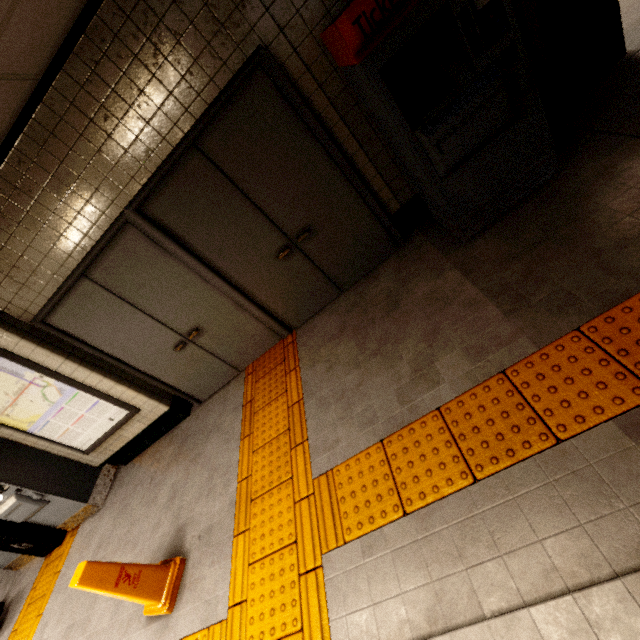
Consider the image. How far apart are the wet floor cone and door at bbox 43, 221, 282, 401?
1.9 meters

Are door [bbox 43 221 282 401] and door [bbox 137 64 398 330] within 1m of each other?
yes

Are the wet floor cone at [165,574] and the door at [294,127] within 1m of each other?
no

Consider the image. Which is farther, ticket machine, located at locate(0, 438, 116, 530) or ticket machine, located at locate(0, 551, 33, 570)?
ticket machine, located at locate(0, 551, 33, 570)

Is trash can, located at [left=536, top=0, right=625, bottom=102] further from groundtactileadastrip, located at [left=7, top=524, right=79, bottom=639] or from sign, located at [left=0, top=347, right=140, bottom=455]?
sign, located at [left=0, top=347, right=140, bottom=455]

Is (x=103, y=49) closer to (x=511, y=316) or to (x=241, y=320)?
(x=241, y=320)

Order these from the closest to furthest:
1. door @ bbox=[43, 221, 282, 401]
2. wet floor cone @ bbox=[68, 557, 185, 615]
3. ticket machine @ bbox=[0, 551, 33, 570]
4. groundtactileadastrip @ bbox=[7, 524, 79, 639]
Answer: wet floor cone @ bbox=[68, 557, 185, 615] < door @ bbox=[43, 221, 282, 401] < groundtactileadastrip @ bbox=[7, 524, 79, 639] < ticket machine @ bbox=[0, 551, 33, 570]

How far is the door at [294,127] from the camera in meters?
2.7 m
